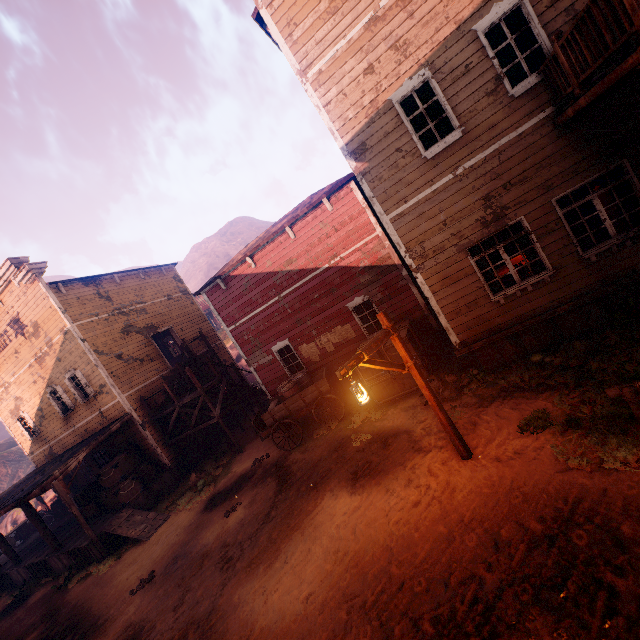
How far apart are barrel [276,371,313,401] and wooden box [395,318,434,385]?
2.1 meters

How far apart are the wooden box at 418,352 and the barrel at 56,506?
20.80m

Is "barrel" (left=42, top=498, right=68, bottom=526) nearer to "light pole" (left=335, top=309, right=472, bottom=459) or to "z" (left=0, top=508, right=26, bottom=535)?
"z" (left=0, top=508, right=26, bottom=535)

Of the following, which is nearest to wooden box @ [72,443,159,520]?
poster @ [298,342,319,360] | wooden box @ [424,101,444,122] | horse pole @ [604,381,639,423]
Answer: poster @ [298,342,319,360]

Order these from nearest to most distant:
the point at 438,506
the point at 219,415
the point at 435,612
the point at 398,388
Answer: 1. the point at 435,612
2. the point at 438,506
3. the point at 398,388
4. the point at 219,415

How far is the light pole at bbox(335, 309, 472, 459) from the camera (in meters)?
5.46

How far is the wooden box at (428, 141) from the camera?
7.9m

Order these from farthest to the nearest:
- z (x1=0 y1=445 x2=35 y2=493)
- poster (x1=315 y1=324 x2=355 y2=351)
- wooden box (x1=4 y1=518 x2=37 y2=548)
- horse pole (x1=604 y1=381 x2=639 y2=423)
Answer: z (x1=0 y1=445 x2=35 y2=493)
wooden box (x1=4 y1=518 x2=37 y2=548)
poster (x1=315 y1=324 x2=355 y2=351)
horse pole (x1=604 y1=381 x2=639 y2=423)
